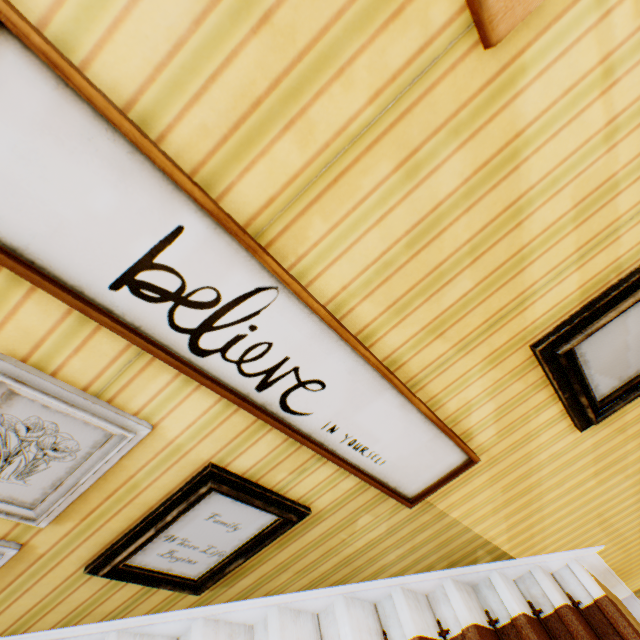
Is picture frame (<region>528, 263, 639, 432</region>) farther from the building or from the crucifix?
the crucifix

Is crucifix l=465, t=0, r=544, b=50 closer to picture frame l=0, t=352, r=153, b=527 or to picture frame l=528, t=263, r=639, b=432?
picture frame l=528, t=263, r=639, b=432

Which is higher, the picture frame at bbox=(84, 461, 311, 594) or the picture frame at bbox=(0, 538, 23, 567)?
the picture frame at bbox=(84, 461, 311, 594)

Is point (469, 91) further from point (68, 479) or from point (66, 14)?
point (68, 479)

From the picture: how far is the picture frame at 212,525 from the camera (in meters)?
1.22

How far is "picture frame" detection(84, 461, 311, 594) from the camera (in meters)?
1.22

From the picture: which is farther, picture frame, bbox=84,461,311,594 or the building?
picture frame, bbox=84,461,311,594

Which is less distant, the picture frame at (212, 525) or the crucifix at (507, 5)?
the crucifix at (507, 5)
